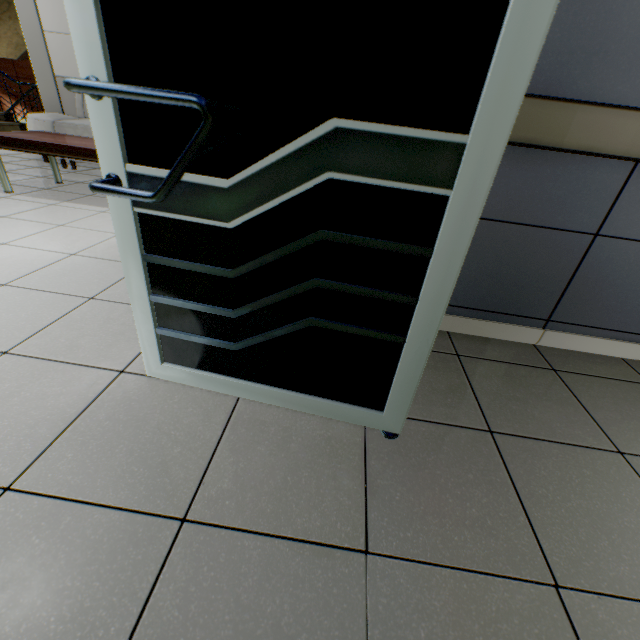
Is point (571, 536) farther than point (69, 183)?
No

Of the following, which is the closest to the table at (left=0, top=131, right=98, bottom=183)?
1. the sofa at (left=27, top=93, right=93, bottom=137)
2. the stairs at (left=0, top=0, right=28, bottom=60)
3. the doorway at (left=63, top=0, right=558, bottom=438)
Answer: the sofa at (left=27, top=93, right=93, bottom=137)

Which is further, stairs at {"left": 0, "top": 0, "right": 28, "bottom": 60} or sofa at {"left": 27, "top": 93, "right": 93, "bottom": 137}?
stairs at {"left": 0, "top": 0, "right": 28, "bottom": 60}

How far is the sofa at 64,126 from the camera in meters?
4.2 m

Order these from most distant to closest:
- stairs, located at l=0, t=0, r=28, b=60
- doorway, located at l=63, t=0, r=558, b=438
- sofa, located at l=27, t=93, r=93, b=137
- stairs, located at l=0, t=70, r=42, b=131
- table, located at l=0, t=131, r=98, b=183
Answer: stairs, located at l=0, t=0, r=28, b=60 < stairs, located at l=0, t=70, r=42, b=131 < sofa, located at l=27, t=93, r=93, b=137 < table, located at l=0, t=131, r=98, b=183 < doorway, located at l=63, t=0, r=558, b=438

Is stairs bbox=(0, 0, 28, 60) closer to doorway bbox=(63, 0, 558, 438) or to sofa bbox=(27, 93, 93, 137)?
sofa bbox=(27, 93, 93, 137)

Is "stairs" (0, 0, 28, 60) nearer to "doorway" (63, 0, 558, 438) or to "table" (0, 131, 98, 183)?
"table" (0, 131, 98, 183)

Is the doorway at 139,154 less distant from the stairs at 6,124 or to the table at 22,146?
the table at 22,146
